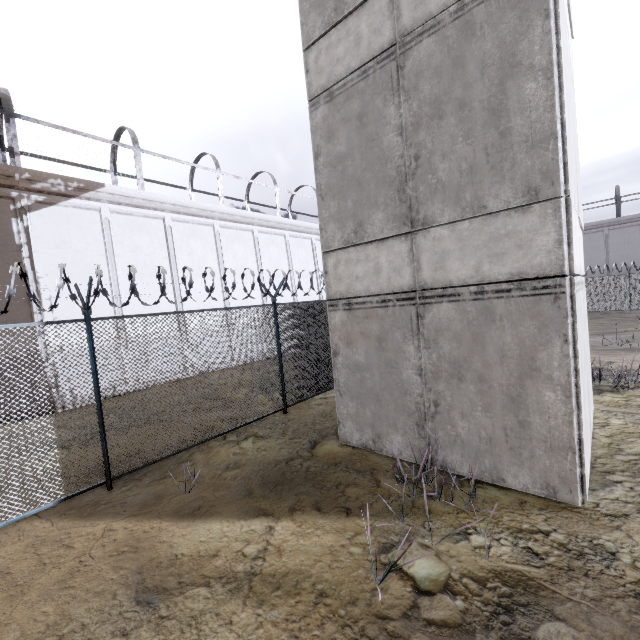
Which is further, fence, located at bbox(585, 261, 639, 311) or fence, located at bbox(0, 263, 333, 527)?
fence, located at bbox(585, 261, 639, 311)

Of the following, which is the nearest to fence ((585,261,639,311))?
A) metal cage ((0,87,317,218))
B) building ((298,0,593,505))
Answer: building ((298,0,593,505))

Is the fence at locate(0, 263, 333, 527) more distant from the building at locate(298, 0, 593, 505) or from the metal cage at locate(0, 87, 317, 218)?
the metal cage at locate(0, 87, 317, 218)

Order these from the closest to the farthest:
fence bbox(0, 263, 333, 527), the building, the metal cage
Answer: the building
fence bbox(0, 263, 333, 527)
the metal cage

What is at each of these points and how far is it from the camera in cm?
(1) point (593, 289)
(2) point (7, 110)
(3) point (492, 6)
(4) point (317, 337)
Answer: (1) fence, 2530
(2) metal cage, 1084
(3) building, 426
(4) fence, 941

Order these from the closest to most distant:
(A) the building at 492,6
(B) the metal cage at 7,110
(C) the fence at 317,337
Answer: (A) the building at 492,6 < (C) the fence at 317,337 < (B) the metal cage at 7,110

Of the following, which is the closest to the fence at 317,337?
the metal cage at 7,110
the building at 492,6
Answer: the building at 492,6
